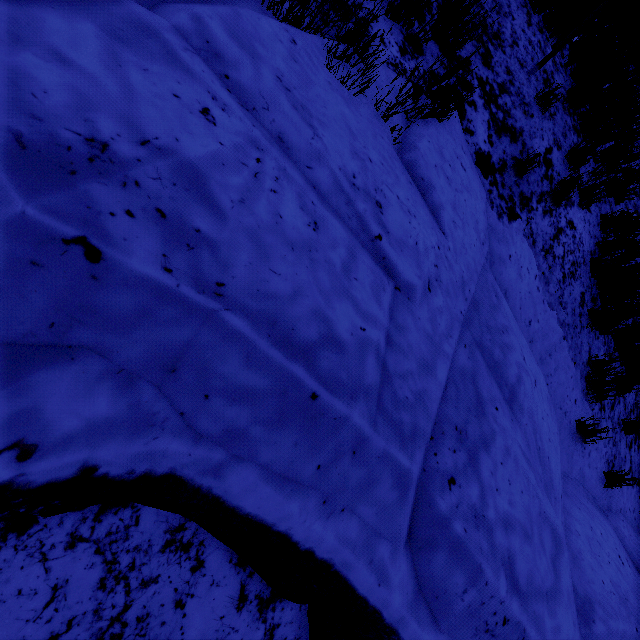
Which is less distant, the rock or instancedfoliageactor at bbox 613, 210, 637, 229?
the rock

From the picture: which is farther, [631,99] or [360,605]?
[631,99]

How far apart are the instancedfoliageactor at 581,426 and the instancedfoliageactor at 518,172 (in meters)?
3.09

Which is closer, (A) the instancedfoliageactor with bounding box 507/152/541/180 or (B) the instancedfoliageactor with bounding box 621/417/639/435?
(A) the instancedfoliageactor with bounding box 507/152/541/180

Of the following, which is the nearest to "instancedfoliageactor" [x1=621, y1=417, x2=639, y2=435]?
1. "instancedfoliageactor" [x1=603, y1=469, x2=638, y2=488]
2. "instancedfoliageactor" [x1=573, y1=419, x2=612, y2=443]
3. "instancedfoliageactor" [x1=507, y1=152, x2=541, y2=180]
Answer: "instancedfoliageactor" [x1=603, y1=469, x2=638, y2=488]

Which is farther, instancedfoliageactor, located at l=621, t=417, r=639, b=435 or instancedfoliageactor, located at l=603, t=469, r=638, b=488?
instancedfoliageactor, located at l=621, t=417, r=639, b=435

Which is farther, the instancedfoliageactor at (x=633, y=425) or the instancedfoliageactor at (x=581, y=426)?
the instancedfoliageactor at (x=633, y=425)

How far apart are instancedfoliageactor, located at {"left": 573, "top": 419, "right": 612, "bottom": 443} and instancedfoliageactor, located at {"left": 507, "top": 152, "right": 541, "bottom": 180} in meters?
3.1 m
